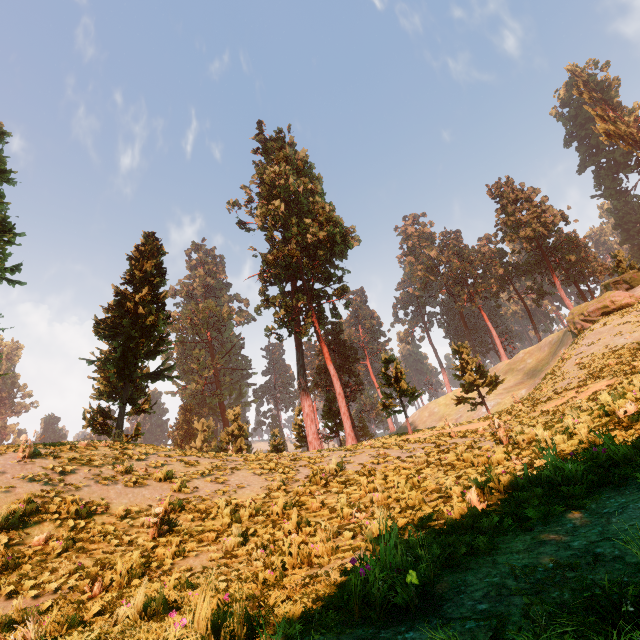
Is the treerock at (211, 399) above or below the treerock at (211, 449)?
above

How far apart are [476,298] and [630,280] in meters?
23.8

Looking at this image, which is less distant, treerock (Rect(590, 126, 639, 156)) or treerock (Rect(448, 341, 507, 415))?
treerock (Rect(448, 341, 507, 415))

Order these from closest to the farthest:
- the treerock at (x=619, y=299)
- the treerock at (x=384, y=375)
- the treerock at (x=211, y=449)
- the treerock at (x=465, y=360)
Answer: the treerock at (x=384, y=375), the treerock at (x=619, y=299), the treerock at (x=465, y=360), the treerock at (x=211, y=449)

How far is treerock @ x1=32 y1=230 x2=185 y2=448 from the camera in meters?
19.5 m
